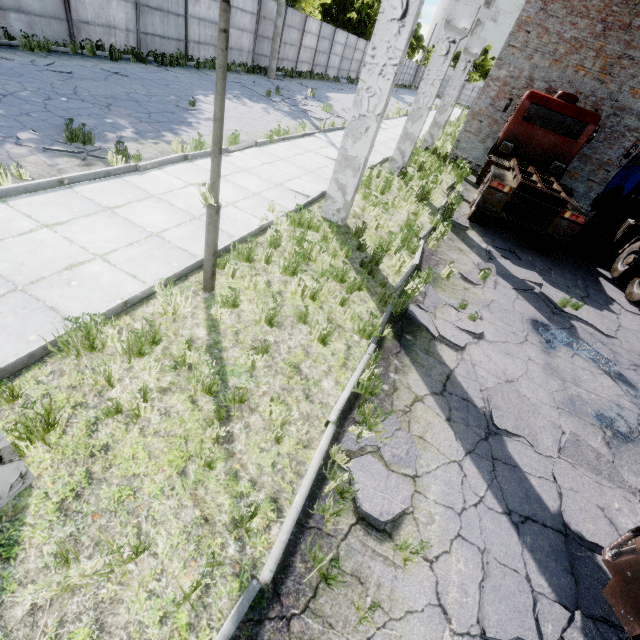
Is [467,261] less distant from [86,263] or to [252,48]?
[86,263]

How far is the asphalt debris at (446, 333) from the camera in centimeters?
530cm

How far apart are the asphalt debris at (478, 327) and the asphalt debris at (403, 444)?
1.94m

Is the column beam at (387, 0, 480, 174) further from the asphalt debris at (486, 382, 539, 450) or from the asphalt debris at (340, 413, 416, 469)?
the asphalt debris at (340, 413, 416, 469)

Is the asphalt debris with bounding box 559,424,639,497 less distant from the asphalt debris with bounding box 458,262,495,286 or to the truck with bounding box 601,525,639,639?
the truck with bounding box 601,525,639,639

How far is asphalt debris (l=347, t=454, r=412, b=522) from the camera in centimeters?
295cm

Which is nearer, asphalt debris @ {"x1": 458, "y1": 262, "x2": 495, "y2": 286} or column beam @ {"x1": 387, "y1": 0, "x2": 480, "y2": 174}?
asphalt debris @ {"x1": 458, "y1": 262, "x2": 495, "y2": 286}

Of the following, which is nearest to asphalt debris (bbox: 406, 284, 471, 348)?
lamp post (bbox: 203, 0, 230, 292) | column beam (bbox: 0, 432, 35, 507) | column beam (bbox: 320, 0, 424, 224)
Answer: column beam (bbox: 320, 0, 424, 224)
